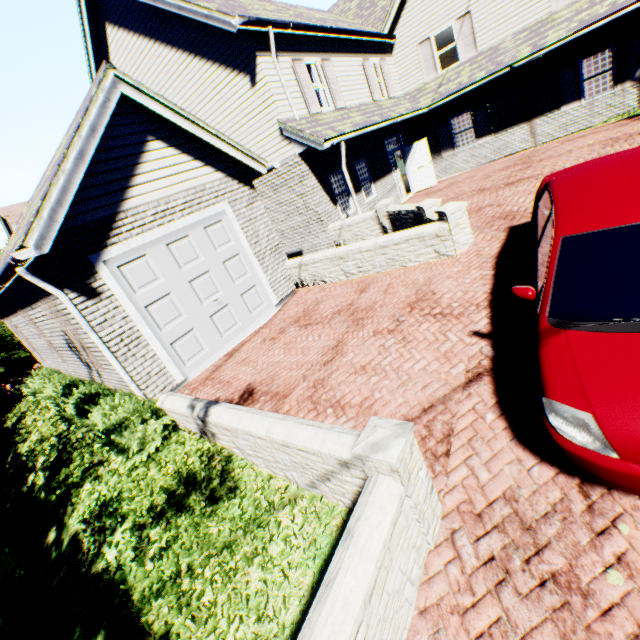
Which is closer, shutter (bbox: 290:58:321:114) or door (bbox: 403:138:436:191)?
shutter (bbox: 290:58:321:114)

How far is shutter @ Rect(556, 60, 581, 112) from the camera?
12.8 meters

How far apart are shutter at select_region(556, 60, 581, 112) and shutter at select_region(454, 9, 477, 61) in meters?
3.2

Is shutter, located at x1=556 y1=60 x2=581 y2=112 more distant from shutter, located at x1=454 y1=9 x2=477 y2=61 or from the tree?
the tree

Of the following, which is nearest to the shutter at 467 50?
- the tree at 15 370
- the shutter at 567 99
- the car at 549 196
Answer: the shutter at 567 99

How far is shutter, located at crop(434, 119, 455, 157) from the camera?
16.0m

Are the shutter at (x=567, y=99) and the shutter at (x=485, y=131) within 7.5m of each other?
yes

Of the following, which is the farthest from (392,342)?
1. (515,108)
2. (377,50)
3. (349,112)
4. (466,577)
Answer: (377,50)
